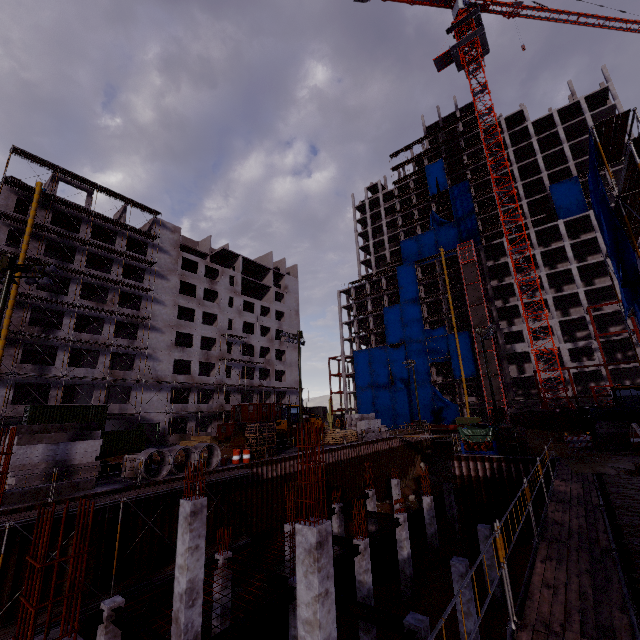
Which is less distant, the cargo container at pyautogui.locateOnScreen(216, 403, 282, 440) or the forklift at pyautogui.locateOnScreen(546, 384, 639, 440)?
the forklift at pyautogui.locateOnScreen(546, 384, 639, 440)

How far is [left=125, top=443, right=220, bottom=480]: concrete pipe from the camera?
18.7 meters

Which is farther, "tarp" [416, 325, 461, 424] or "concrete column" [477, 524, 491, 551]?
"tarp" [416, 325, 461, 424]

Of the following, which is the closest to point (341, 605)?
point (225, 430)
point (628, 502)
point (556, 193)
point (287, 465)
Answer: point (628, 502)

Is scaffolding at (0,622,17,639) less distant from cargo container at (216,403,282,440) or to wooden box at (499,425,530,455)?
wooden box at (499,425,530,455)

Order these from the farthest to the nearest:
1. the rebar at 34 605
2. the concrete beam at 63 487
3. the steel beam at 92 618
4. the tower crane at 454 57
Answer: the tower crane at 454 57, the concrete beam at 63 487, the steel beam at 92 618, the rebar at 34 605

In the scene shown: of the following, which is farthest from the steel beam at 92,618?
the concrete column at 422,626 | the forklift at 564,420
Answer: the forklift at 564,420

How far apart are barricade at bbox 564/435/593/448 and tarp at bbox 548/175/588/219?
49.2 meters
